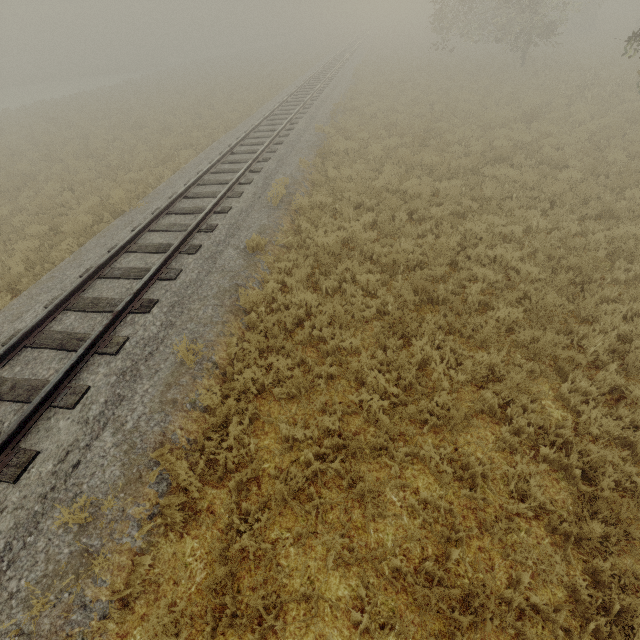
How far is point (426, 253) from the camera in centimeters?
795cm
